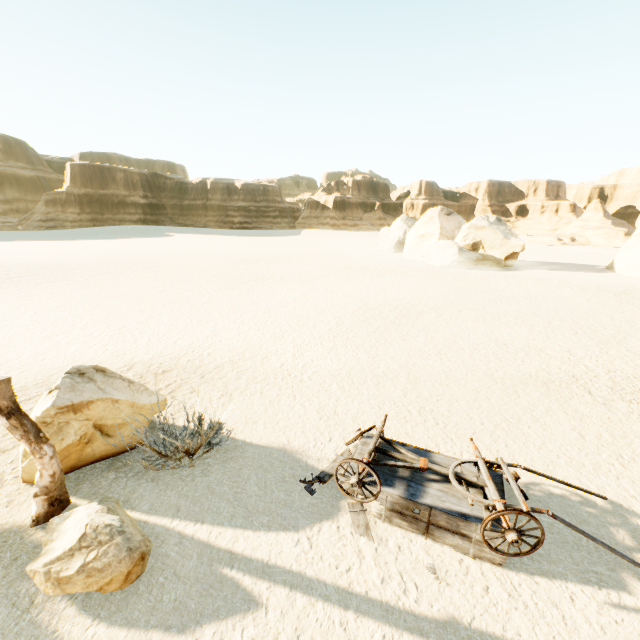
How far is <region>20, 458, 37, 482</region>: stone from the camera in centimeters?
517cm

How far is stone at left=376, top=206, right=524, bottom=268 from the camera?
29.5 meters

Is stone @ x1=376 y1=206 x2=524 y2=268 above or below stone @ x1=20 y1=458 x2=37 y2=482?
above

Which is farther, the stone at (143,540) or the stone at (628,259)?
the stone at (628,259)

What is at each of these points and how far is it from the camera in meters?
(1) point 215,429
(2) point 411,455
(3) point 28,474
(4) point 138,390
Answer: (1) plant, 5.6 m
(2) wagon, 5.2 m
(3) stone, 5.3 m
(4) stone, 6.3 m

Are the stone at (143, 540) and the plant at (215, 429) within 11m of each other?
yes

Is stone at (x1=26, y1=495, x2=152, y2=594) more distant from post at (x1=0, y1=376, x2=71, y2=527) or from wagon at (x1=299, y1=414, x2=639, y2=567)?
wagon at (x1=299, y1=414, x2=639, y2=567)

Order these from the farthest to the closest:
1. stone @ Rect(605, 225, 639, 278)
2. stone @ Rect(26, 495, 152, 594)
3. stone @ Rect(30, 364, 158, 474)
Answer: stone @ Rect(605, 225, 639, 278)
stone @ Rect(30, 364, 158, 474)
stone @ Rect(26, 495, 152, 594)
